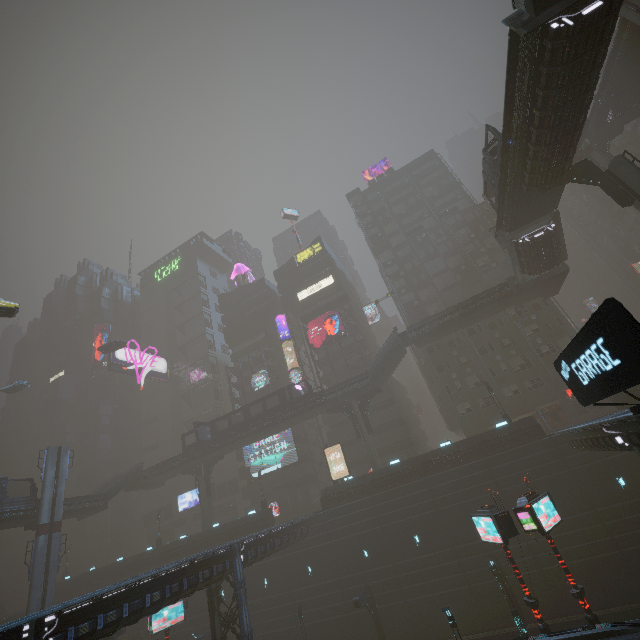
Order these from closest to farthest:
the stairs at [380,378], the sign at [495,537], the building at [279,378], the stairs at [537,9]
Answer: the stairs at [537,9], the sign at [495,537], the stairs at [380,378], the building at [279,378]

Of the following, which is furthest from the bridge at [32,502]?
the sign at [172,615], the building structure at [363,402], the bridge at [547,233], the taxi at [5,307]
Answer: the bridge at [547,233]

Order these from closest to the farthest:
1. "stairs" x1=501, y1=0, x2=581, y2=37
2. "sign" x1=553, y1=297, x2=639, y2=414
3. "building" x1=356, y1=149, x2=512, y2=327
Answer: "sign" x1=553, y1=297, x2=639, y2=414 → "stairs" x1=501, y1=0, x2=581, y2=37 → "building" x1=356, y1=149, x2=512, y2=327

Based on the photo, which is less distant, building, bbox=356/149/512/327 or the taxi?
the taxi

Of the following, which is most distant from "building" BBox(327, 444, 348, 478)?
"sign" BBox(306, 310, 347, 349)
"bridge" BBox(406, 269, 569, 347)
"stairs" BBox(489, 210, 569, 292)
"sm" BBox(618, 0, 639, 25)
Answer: "stairs" BBox(489, 210, 569, 292)

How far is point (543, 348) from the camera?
40.22m

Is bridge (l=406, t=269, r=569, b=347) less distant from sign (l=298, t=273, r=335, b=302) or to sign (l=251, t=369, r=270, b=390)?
sign (l=298, t=273, r=335, b=302)

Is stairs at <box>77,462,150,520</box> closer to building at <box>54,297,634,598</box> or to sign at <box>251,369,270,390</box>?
building at <box>54,297,634,598</box>
